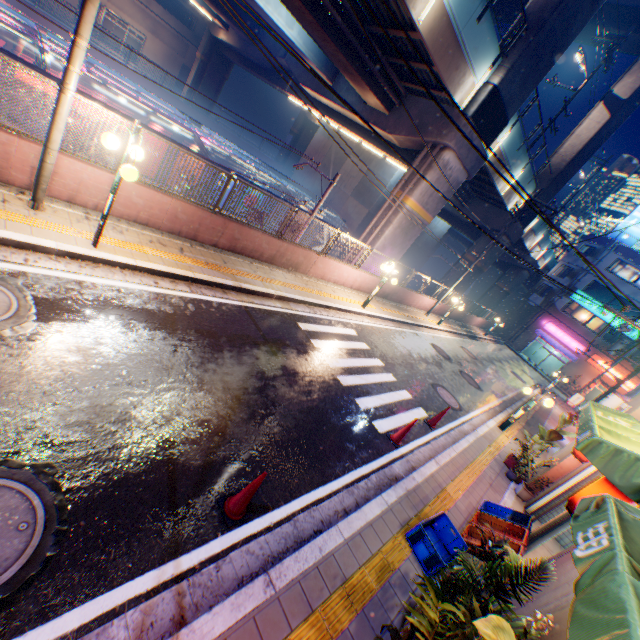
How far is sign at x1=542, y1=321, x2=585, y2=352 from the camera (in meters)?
36.95

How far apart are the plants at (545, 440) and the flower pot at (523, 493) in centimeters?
39cm

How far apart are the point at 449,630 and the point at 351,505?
2.0 meters

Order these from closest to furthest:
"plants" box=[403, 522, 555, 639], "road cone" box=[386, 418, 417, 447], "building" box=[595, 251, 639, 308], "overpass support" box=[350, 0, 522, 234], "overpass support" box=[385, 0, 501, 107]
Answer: "plants" box=[403, 522, 555, 639] < "road cone" box=[386, 418, 417, 447] < "overpass support" box=[385, 0, 501, 107] < "overpass support" box=[350, 0, 522, 234] < "building" box=[595, 251, 639, 308]

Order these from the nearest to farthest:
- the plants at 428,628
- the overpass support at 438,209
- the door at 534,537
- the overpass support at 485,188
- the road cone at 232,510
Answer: the plants at 428,628
the road cone at 232,510
the door at 534,537
the overpass support at 485,188
the overpass support at 438,209

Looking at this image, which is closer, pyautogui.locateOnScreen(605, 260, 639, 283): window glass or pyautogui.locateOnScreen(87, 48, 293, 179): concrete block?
pyautogui.locateOnScreen(87, 48, 293, 179): concrete block

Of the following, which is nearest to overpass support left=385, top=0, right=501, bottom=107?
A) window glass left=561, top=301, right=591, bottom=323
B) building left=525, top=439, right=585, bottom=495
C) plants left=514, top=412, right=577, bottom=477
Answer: window glass left=561, top=301, right=591, bottom=323

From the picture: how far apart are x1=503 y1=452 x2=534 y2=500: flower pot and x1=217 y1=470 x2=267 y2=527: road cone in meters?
8.6 m
